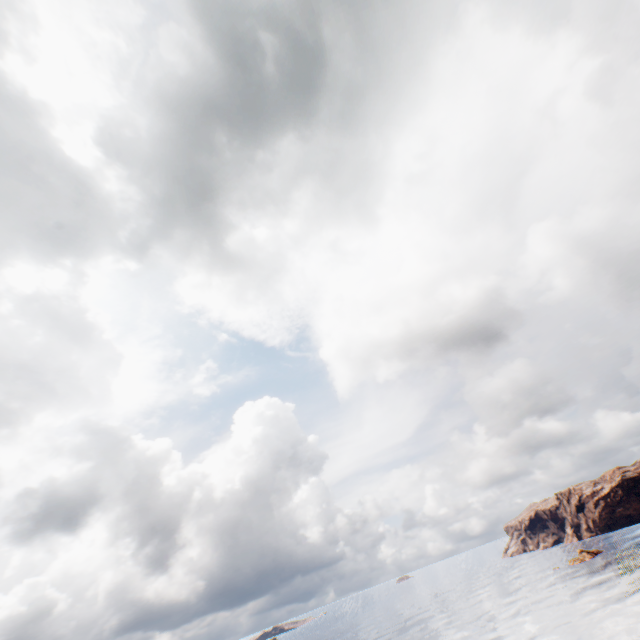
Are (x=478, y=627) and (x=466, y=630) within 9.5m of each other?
yes
